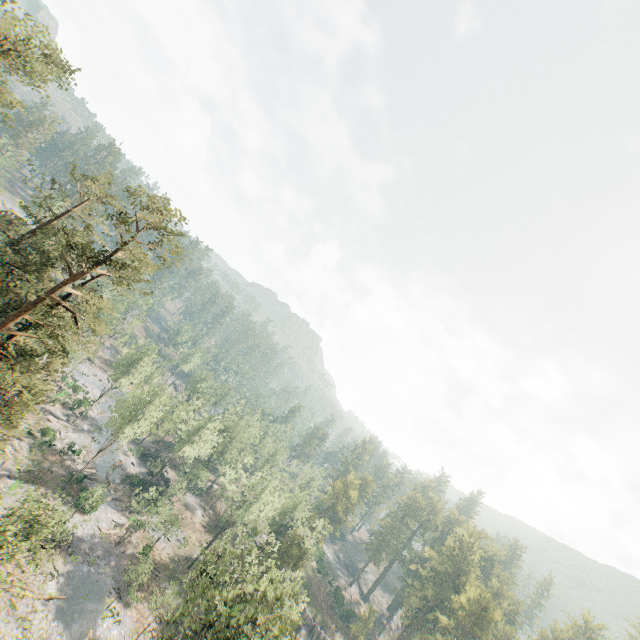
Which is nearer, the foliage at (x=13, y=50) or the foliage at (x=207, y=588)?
the foliage at (x=13, y=50)

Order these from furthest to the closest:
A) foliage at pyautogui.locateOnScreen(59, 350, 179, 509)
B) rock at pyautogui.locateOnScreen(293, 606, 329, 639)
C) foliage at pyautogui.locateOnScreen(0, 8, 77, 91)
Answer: rock at pyautogui.locateOnScreen(293, 606, 329, 639) → foliage at pyautogui.locateOnScreen(59, 350, 179, 509) → foliage at pyautogui.locateOnScreen(0, 8, 77, 91)

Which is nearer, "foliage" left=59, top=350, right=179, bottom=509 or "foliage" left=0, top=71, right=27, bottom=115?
"foliage" left=0, top=71, right=27, bottom=115

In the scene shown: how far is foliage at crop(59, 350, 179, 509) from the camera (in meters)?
44.75

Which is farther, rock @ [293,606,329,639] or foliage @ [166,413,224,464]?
foliage @ [166,413,224,464]

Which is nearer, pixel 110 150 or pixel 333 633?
pixel 110 150
